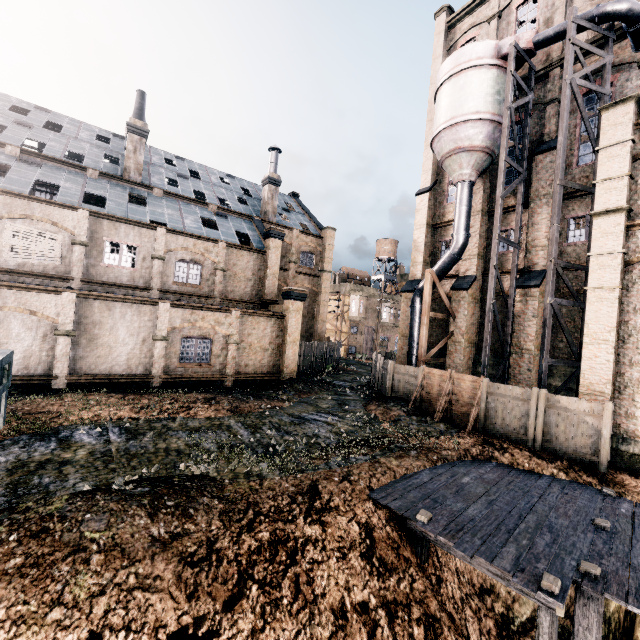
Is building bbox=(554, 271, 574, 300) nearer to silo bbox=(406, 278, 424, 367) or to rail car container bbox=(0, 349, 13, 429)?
silo bbox=(406, 278, 424, 367)

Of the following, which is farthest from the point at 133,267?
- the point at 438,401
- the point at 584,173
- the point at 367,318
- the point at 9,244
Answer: the point at 367,318

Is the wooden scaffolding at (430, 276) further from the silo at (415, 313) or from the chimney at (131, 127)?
the chimney at (131, 127)

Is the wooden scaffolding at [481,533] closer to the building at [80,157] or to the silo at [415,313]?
the building at [80,157]

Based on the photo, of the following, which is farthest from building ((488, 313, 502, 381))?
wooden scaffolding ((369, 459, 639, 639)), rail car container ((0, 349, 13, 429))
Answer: rail car container ((0, 349, 13, 429))

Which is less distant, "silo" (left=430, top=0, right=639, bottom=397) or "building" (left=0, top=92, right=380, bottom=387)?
"silo" (left=430, top=0, right=639, bottom=397)

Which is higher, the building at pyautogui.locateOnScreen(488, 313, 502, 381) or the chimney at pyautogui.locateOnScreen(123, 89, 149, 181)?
the chimney at pyautogui.locateOnScreen(123, 89, 149, 181)
